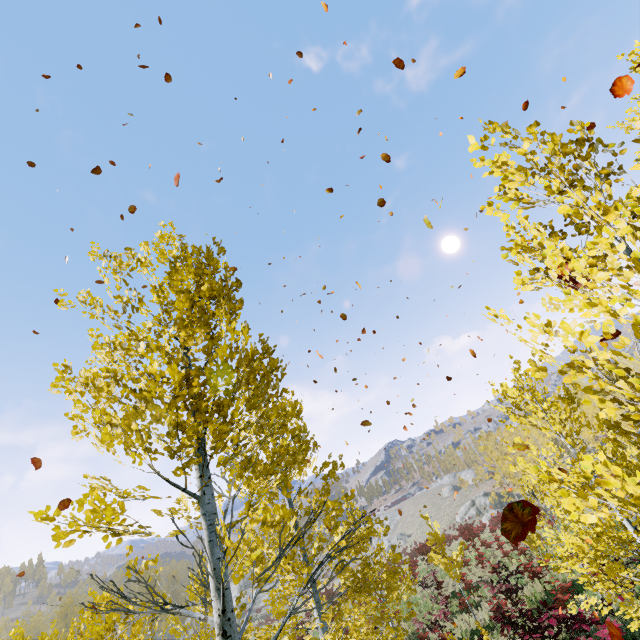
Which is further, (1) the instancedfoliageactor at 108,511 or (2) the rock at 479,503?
(2) the rock at 479,503

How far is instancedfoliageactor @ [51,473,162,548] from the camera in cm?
254

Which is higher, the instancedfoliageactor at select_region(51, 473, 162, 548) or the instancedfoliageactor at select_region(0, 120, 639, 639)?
the instancedfoliageactor at select_region(51, 473, 162, 548)

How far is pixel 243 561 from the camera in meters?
8.0 m

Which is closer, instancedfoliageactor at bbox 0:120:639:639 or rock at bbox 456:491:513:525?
instancedfoliageactor at bbox 0:120:639:639

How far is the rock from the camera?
47.6m

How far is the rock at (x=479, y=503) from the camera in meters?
47.6
